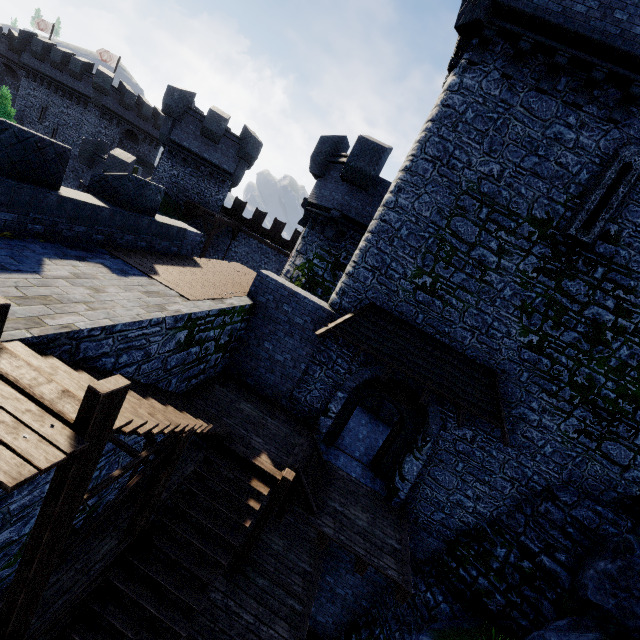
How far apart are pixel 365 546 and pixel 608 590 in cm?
597

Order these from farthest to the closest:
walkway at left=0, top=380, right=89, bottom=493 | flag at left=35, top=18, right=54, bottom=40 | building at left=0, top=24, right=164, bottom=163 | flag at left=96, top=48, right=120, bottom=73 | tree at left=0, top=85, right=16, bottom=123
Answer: flag at left=35, top=18, right=54, bottom=40 → flag at left=96, top=48, right=120, bottom=73 → building at left=0, top=24, right=164, bottom=163 → tree at left=0, top=85, right=16, bottom=123 → walkway at left=0, top=380, right=89, bottom=493

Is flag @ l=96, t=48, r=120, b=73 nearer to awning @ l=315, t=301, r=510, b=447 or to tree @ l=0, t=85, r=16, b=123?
tree @ l=0, t=85, r=16, b=123

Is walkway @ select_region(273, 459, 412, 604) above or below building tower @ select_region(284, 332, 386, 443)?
below

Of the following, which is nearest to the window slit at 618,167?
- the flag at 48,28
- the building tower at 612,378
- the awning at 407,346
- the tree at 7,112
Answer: the building tower at 612,378

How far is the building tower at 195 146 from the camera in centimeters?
2238cm

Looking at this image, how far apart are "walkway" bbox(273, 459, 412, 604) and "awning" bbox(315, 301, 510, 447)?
3.6 meters

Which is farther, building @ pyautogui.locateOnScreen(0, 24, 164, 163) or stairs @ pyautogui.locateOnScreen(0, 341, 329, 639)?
building @ pyautogui.locateOnScreen(0, 24, 164, 163)
